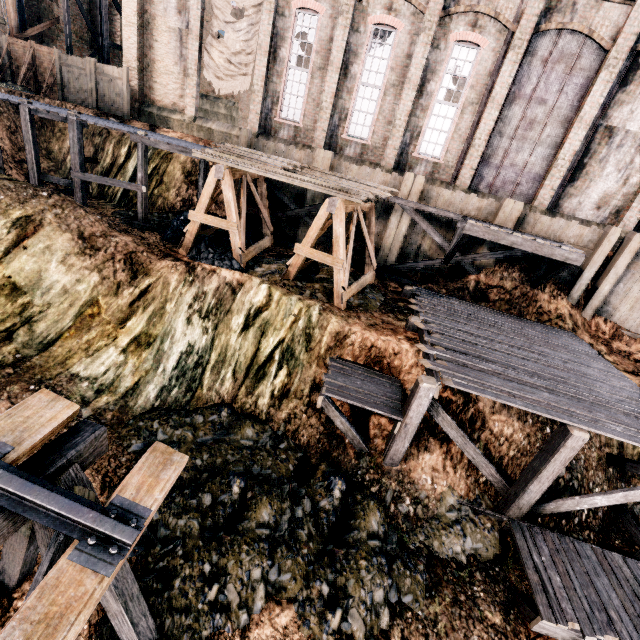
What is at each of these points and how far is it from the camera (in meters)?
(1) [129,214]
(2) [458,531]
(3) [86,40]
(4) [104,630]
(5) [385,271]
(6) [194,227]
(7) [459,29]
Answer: (1) stone debris, 17.36
(2) stone debris, 9.45
(3) building, 25.62
(4) stone debris, 6.00
(5) wooden scaffolding, 18.42
(6) wooden support structure, 13.71
(7) building, 16.72

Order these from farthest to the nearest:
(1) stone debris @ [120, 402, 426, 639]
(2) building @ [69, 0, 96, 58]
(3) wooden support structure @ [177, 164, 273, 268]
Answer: (2) building @ [69, 0, 96, 58], (3) wooden support structure @ [177, 164, 273, 268], (1) stone debris @ [120, 402, 426, 639]

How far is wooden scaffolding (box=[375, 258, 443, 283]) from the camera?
17.5m

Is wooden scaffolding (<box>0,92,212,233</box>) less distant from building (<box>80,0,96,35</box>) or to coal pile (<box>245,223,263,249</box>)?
coal pile (<box>245,223,263,249</box>)

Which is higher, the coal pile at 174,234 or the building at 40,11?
the building at 40,11

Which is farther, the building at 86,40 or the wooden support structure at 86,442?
the building at 86,40

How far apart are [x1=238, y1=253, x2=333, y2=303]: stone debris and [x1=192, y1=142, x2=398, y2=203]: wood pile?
3.5m

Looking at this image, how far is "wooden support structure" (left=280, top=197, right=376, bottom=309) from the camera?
11.9 meters
